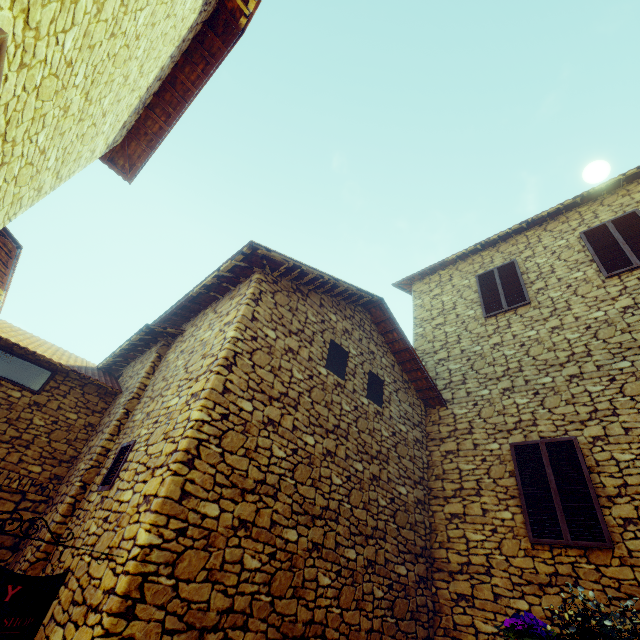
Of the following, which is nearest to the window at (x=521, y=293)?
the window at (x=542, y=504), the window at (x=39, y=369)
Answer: the window at (x=542, y=504)

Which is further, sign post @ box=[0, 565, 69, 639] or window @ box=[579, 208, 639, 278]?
window @ box=[579, 208, 639, 278]

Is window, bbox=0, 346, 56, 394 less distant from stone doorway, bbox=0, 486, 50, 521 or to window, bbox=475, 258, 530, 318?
stone doorway, bbox=0, 486, 50, 521

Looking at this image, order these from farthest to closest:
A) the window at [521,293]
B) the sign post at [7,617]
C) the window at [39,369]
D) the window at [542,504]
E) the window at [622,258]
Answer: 1. the window at [521,293]
2. the window at [622,258]
3. the window at [39,369]
4. the window at [542,504]
5. the sign post at [7,617]

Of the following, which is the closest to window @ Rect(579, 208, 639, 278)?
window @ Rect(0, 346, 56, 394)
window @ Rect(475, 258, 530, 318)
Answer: window @ Rect(475, 258, 530, 318)

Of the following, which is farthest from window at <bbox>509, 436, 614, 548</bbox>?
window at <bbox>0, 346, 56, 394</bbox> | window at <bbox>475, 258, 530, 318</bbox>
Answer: window at <bbox>0, 346, 56, 394</bbox>

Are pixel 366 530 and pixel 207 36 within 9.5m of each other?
yes

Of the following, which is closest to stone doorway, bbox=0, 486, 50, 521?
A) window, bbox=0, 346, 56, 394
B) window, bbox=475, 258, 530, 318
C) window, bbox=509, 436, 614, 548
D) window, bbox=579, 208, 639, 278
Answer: window, bbox=0, 346, 56, 394
